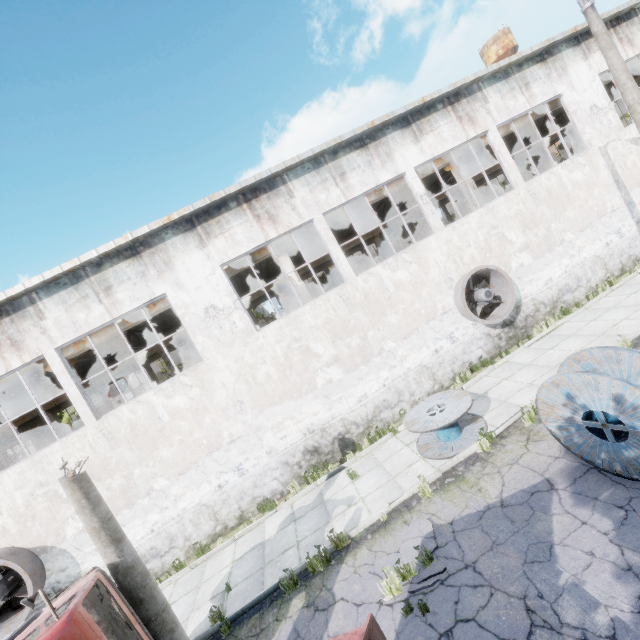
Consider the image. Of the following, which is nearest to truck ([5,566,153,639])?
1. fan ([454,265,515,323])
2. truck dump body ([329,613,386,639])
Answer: truck dump body ([329,613,386,639])

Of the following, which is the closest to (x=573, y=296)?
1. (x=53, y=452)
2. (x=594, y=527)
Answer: (x=594, y=527)

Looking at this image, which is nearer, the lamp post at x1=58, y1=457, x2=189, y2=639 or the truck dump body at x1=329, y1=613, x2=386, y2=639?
the truck dump body at x1=329, y1=613, x2=386, y2=639

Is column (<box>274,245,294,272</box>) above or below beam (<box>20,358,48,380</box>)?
below

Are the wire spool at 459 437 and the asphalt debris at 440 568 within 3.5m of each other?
yes

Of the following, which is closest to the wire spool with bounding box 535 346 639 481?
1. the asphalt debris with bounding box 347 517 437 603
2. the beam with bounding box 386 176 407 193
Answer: the asphalt debris with bounding box 347 517 437 603

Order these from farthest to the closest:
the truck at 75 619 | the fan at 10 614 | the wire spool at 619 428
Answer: the fan at 10 614 → the wire spool at 619 428 → the truck at 75 619

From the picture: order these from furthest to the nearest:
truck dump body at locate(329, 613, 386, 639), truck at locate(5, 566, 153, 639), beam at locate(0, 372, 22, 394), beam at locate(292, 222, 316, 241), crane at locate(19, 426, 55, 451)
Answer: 1. crane at locate(19, 426, 55, 451)
2. beam at locate(292, 222, 316, 241)
3. beam at locate(0, 372, 22, 394)
4. truck at locate(5, 566, 153, 639)
5. truck dump body at locate(329, 613, 386, 639)
